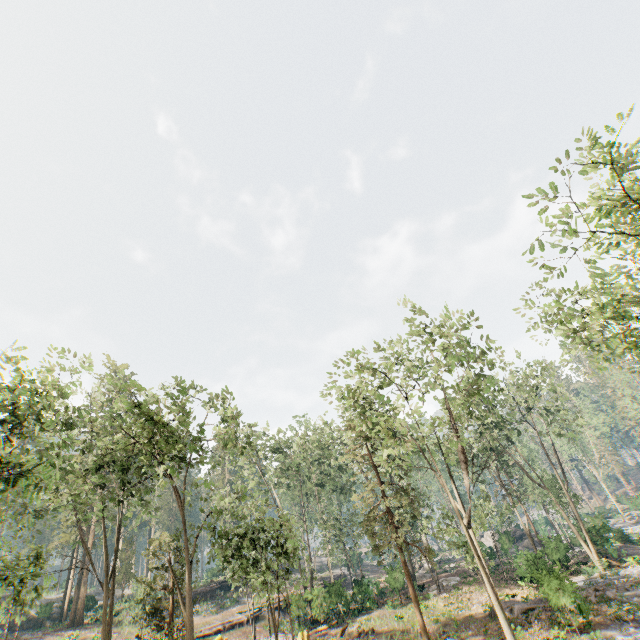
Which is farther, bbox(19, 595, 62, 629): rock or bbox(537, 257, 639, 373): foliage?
bbox(19, 595, 62, 629): rock

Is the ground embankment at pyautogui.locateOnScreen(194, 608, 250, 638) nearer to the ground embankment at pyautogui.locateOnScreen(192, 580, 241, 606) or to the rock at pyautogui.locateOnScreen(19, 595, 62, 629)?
the ground embankment at pyautogui.locateOnScreen(192, 580, 241, 606)

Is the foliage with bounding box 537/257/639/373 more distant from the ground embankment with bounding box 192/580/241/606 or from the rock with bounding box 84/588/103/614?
the ground embankment with bounding box 192/580/241/606

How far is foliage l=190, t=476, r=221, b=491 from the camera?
18.66m

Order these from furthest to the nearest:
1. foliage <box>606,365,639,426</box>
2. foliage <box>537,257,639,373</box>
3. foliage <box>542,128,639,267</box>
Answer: foliage <box>606,365,639,426</box>
foliage <box>537,257,639,373</box>
foliage <box>542,128,639,267</box>

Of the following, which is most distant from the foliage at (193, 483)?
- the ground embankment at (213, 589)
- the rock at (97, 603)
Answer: the ground embankment at (213, 589)

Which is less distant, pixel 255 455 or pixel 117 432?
pixel 117 432
